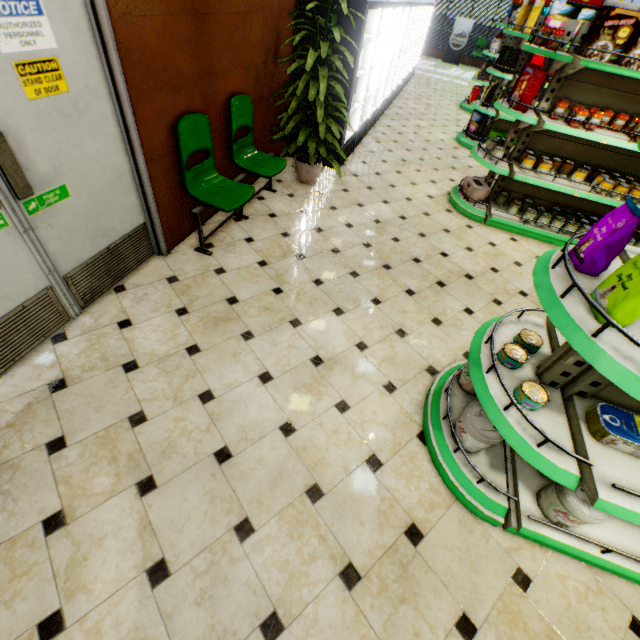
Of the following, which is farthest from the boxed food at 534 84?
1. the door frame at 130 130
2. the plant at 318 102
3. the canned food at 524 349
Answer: the door frame at 130 130

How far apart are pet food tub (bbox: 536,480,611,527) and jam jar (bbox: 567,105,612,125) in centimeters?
373cm

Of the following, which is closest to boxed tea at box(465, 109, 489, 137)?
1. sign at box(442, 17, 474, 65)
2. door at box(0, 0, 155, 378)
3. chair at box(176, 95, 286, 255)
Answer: chair at box(176, 95, 286, 255)

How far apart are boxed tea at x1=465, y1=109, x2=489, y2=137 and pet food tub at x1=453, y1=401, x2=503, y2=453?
7.07m

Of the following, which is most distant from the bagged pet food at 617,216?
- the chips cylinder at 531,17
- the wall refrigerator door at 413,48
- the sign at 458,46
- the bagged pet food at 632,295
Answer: the sign at 458,46

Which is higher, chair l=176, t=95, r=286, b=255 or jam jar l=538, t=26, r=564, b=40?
jam jar l=538, t=26, r=564, b=40

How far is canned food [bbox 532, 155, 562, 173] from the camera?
4.1 meters

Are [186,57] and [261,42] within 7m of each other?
yes
